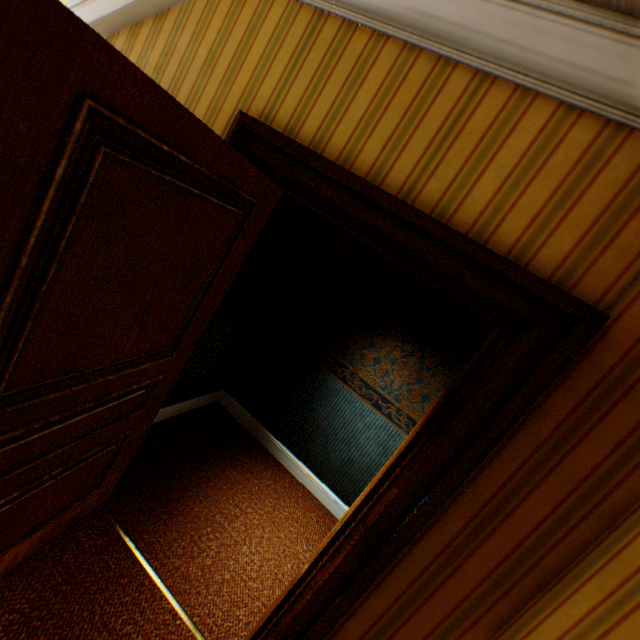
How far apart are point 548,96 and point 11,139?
1.5m
